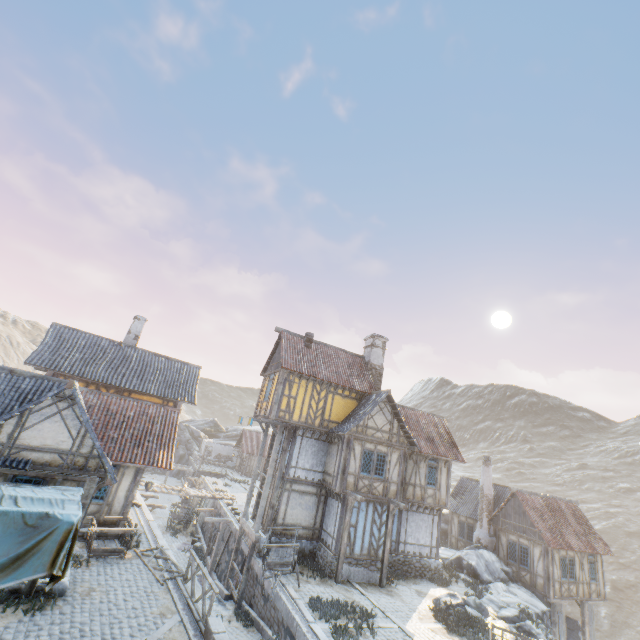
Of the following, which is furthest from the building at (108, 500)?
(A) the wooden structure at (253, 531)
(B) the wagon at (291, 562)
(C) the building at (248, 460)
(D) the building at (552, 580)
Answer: (C) the building at (248, 460)

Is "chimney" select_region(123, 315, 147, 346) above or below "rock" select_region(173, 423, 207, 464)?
above

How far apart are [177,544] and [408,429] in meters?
20.3 m

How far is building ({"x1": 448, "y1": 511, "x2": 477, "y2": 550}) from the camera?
27.4m

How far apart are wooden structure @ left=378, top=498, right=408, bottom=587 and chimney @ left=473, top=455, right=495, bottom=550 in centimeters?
1252cm

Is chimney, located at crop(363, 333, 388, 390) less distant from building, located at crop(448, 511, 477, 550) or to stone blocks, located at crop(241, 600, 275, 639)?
stone blocks, located at crop(241, 600, 275, 639)

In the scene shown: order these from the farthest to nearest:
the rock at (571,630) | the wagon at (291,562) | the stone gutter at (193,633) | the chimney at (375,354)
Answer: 1. the chimney at (375,354)
2. the rock at (571,630)
3. the wagon at (291,562)
4. the stone gutter at (193,633)

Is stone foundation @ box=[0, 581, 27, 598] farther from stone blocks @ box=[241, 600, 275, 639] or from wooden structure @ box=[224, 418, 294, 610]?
wooden structure @ box=[224, 418, 294, 610]
